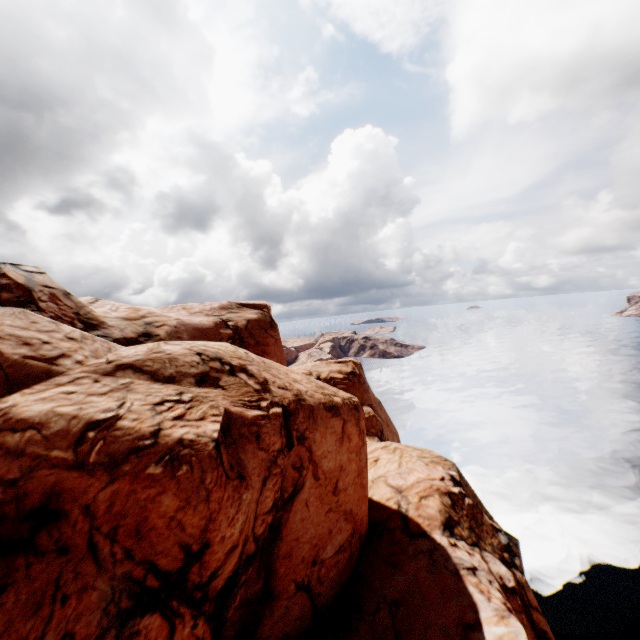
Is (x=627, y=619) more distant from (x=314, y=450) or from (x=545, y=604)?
(x=314, y=450)
